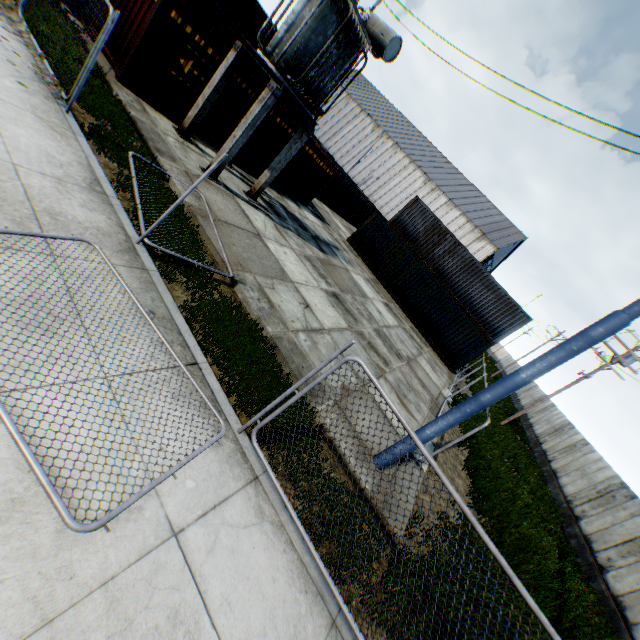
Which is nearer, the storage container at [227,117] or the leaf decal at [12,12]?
the leaf decal at [12,12]

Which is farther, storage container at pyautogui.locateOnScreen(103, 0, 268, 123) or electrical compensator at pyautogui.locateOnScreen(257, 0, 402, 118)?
storage container at pyautogui.locateOnScreen(103, 0, 268, 123)

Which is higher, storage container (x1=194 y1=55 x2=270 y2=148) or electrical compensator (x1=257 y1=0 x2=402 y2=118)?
electrical compensator (x1=257 y1=0 x2=402 y2=118)

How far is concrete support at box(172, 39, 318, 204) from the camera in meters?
9.7 m

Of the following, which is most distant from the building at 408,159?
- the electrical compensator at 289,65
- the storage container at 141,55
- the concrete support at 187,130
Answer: the concrete support at 187,130

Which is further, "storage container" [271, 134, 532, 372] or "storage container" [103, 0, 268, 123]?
"storage container" [271, 134, 532, 372]

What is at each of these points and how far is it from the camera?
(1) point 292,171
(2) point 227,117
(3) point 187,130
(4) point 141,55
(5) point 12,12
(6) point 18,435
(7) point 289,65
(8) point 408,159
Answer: (1) storage container, 17.75m
(2) storage container, 13.14m
(3) concrete support, 11.20m
(4) storage container, 9.89m
(5) leaf decal, 7.61m
(6) metal fence, 2.73m
(7) electrical compensator, 9.76m
(8) building, 49.81m

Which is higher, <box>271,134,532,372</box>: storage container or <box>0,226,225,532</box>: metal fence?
<box>271,134,532,372</box>: storage container
